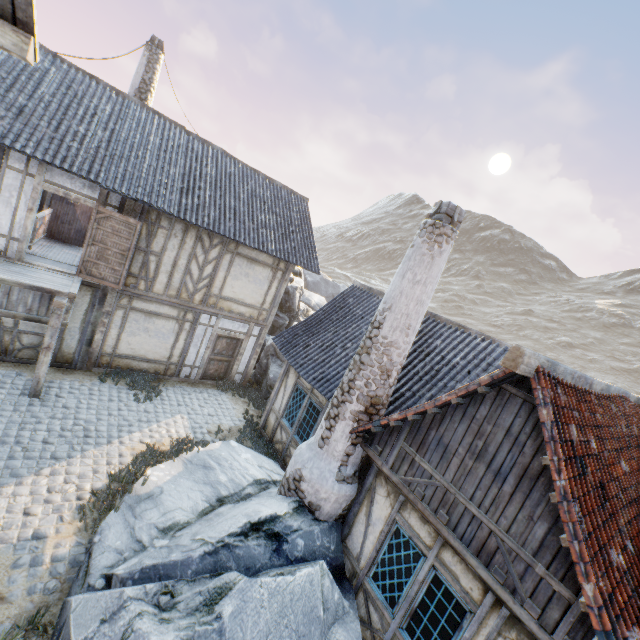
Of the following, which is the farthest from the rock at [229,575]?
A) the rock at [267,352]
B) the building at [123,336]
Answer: the building at [123,336]

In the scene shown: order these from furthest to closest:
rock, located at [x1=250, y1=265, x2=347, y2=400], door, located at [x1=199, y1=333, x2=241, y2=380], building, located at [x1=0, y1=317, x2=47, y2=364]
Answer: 1. rock, located at [x1=250, y1=265, x2=347, y2=400]
2. door, located at [x1=199, y1=333, x2=241, y2=380]
3. building, located at [x1=0, y1=317, x2=47, y2=364]

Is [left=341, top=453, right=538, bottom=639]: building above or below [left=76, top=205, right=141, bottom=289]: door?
below

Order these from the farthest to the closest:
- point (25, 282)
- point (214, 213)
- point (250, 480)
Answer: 1. point (214, 213)
2. point (250, 480)
3. point (25, 282)

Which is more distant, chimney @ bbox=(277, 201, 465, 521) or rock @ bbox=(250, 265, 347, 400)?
rock @ bbox=(250, 265, 347, 400)

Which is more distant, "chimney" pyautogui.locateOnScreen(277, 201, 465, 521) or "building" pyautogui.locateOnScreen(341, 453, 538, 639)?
"chimney" pyautogui.locateOnScreen(277, 201, 465, 521)

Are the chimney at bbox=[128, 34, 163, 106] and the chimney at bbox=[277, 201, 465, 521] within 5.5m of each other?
no

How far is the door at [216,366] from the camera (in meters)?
12.73
